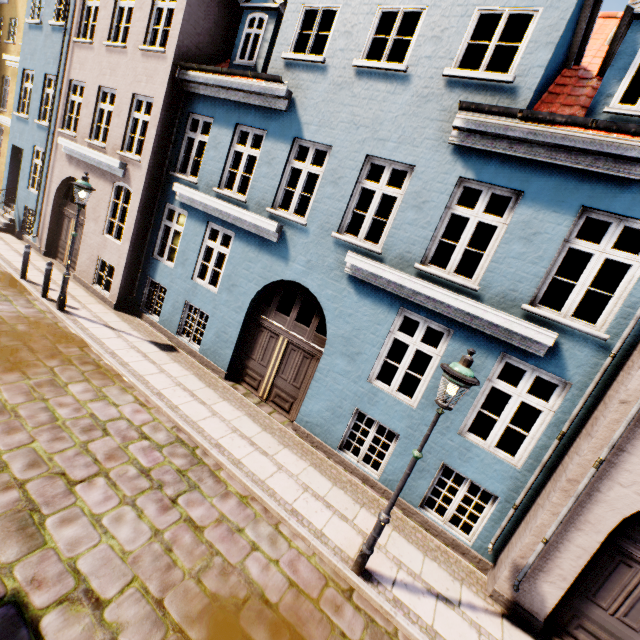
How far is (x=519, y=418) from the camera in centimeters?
940cm

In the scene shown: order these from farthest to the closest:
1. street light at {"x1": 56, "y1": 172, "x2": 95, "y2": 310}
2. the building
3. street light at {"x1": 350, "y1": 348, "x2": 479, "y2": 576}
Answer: street light at {"x1": 56, "y1": 172, "x2": 95, "y2": 310}
the building
street light at {"x1": 350, "y1": 348, "x2": 479, "y2": 576}

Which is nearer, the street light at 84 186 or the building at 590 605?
the building at 590 605

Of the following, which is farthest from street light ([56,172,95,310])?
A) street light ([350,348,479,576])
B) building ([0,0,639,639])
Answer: street light ([350,348,479,576])

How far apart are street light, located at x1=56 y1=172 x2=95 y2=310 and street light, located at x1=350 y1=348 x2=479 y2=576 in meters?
9.5

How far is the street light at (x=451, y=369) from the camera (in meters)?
4.07

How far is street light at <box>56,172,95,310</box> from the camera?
8.3 meters

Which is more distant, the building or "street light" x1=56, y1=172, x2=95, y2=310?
"street light" x1=56, y1=172, x2=95, y2=310
